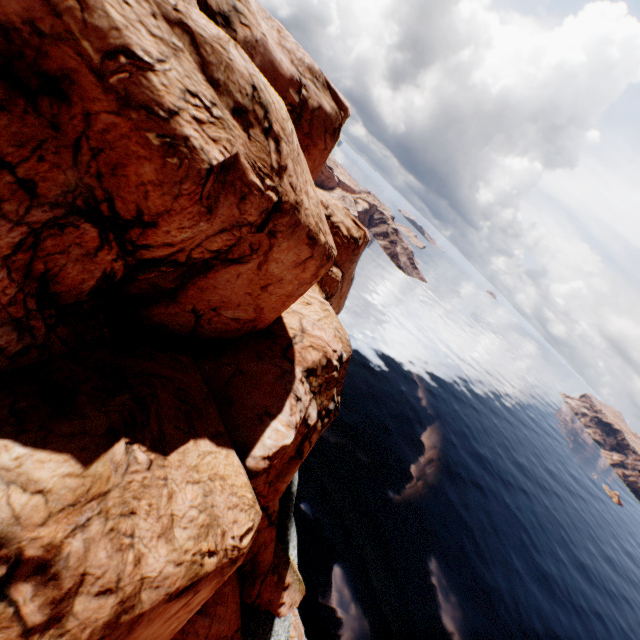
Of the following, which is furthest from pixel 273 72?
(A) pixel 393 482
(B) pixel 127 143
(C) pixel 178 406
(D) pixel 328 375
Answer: (A) pixel 393 482
